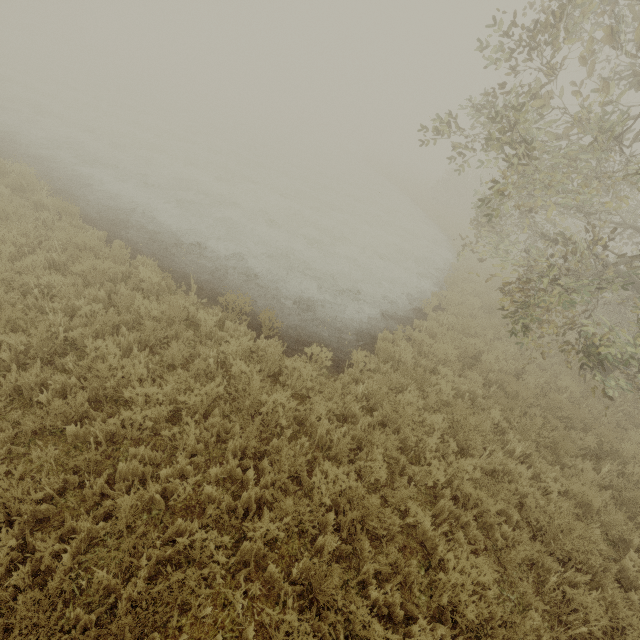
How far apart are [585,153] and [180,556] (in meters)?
9.54
